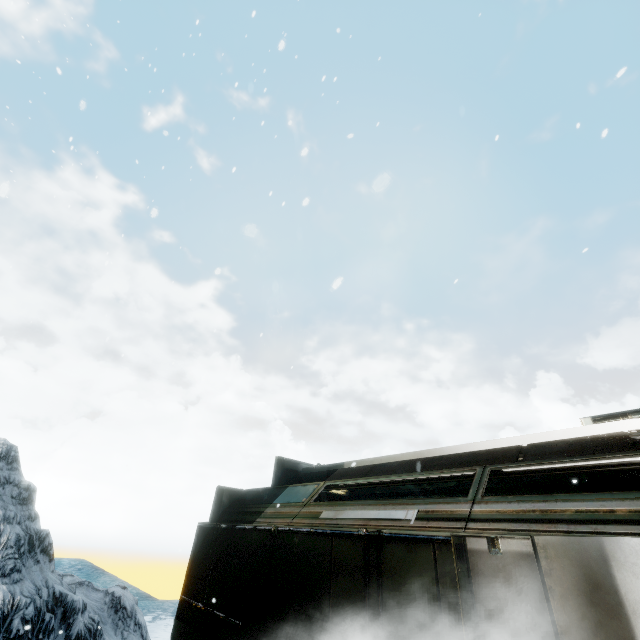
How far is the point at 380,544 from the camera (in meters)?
4.27
